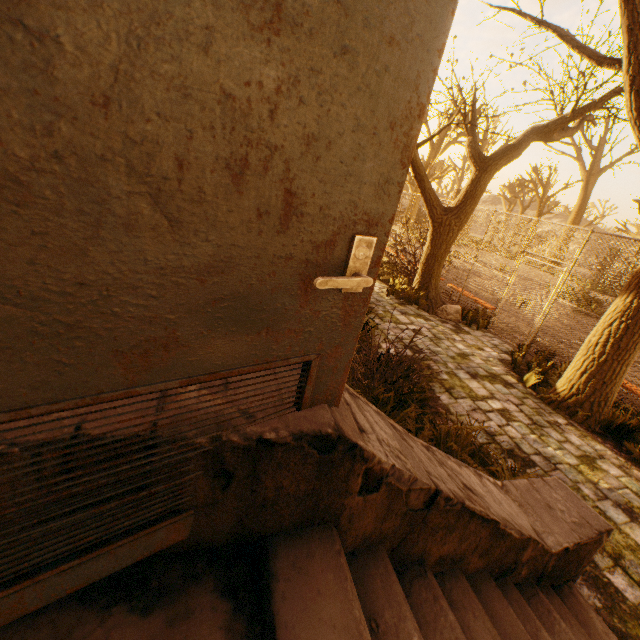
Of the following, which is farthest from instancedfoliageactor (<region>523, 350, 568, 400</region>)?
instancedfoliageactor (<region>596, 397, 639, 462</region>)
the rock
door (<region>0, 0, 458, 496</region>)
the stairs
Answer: door (<region>0, 0, 458, 496</region>)

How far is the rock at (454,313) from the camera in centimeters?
859cm

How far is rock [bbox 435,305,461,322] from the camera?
8.59m

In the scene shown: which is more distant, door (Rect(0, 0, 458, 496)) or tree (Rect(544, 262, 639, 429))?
tree (Rect(544, 262, 639, 429))

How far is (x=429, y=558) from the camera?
1.7 meters

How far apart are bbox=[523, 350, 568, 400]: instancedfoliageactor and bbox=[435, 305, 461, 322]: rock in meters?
2.3

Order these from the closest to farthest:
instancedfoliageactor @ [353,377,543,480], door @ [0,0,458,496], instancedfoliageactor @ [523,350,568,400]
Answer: A: door @ [0,0,458,496] → instancedfoliageactor @ [353,377,543,480] → instancedfoliageactor @ [523,350,568,400]

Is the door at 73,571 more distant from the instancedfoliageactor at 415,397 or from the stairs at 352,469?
the instancedfoliageactor at 415,397
